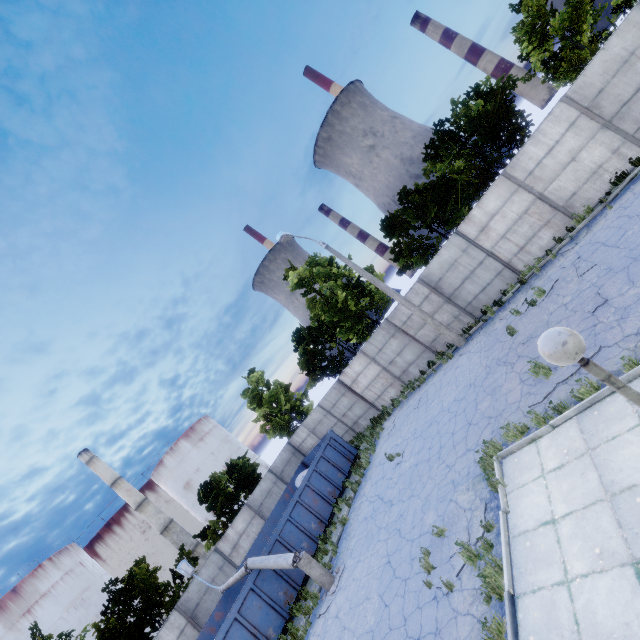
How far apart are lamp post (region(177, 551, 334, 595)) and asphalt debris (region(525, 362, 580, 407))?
9.2 meters

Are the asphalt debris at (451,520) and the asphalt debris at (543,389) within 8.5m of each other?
yes

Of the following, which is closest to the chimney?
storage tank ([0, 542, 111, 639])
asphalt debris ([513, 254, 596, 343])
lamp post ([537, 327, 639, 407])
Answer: storage tank ([0, 542, 111, 639])

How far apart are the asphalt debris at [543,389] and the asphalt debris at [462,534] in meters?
3.0

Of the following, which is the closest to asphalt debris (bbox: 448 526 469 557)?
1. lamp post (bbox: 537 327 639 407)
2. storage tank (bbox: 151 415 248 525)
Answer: lamp post (bbox: 537 327 639 407)

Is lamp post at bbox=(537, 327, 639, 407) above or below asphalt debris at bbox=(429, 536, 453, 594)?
above

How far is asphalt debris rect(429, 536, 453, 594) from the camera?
6.9m

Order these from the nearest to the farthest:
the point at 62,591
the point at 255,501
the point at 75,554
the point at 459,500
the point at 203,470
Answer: the point at 459,500 → the point at 255,501 → the point at 62,591 → the point at 75,554 → the point at 203,470
